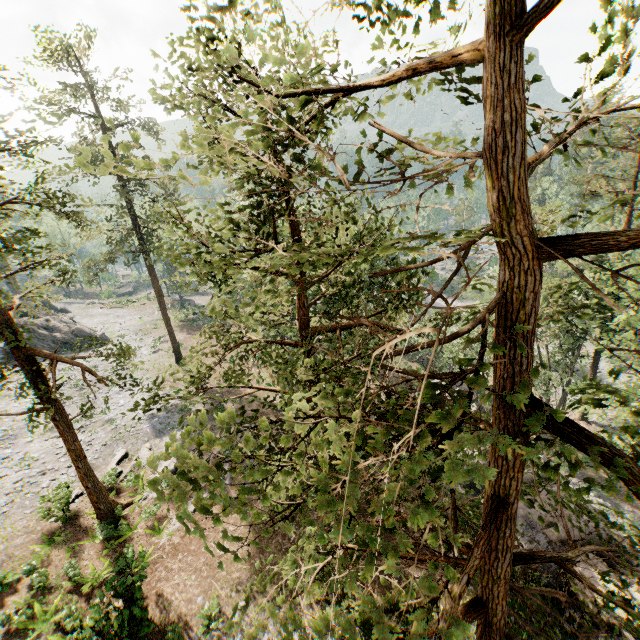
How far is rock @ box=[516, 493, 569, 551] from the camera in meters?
17.8

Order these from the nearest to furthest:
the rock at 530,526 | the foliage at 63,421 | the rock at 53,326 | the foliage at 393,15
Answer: the foliage at 63,421 → the foliage at 393,15 → the rock at 530,526 → the rock at 53,326

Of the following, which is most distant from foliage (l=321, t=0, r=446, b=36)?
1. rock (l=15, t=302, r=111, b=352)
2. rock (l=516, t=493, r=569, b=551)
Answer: rock (l=516, t=493, r=569, b=551)

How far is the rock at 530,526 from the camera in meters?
17.8

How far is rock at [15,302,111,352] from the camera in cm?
3541

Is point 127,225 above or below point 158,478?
below

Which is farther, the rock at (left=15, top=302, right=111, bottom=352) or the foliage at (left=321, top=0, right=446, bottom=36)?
the rock at (left=15, top=302, right=111, bottom=352)
